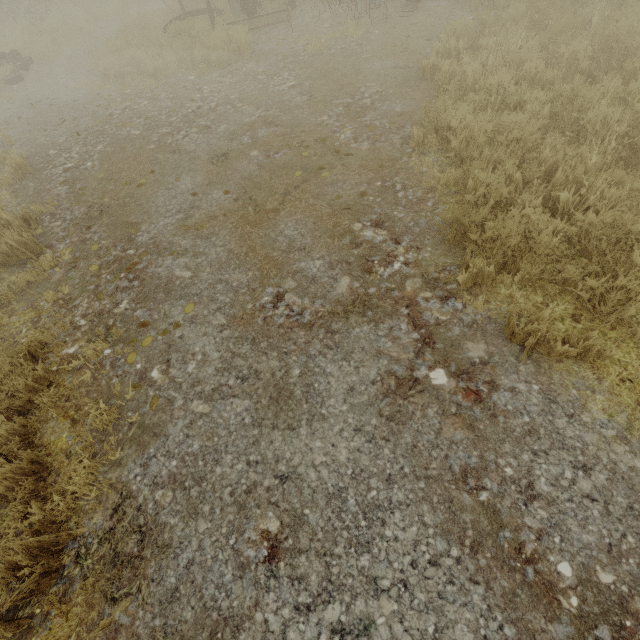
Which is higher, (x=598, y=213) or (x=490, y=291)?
(x=598, y=213)
